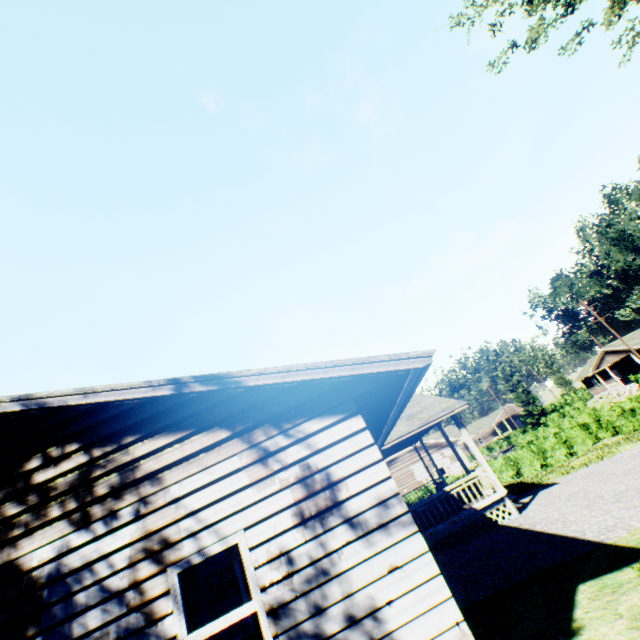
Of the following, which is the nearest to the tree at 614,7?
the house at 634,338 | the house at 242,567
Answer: the house at 242,567

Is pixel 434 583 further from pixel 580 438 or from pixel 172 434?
Answer: pixel 580 438

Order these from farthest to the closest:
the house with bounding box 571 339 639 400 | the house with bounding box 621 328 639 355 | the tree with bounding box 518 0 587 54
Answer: the house with bounding box 571 339 639 400, the house with bounding box 621 328 639 355, the tree with bounding box 518 0 587 54

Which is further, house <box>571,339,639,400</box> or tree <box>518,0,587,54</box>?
house <box>571,339,639,400</box>

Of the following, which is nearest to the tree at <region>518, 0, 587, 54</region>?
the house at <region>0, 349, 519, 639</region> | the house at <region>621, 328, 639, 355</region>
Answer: the house at <region>0, 349, 519, 639</region>

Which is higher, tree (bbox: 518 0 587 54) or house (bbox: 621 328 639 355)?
tree (bbox: 518 0 587 54)
